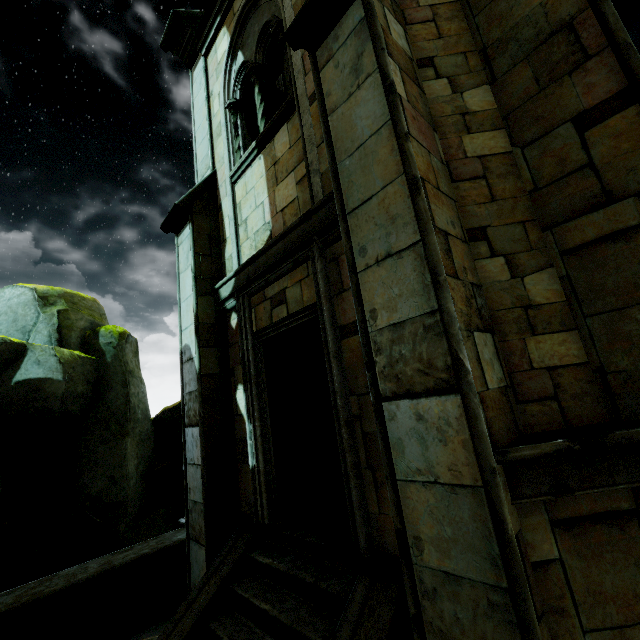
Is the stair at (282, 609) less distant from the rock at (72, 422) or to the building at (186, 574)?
the building at (186, 574)

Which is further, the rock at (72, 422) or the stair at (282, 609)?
the rock at (72, 422)

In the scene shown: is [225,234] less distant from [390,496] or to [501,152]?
[501,152]

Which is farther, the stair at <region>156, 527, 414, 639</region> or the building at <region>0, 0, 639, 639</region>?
the stair at <region>156, 527, 414, 639</region>

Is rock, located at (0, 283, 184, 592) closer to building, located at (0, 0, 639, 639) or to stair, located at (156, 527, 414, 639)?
building, located at (0, 0, 639, 639)

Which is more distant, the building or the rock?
the rock

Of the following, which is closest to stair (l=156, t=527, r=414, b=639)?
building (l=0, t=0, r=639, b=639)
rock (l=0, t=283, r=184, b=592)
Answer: building (l=0, t=0, r=639, b=639)
